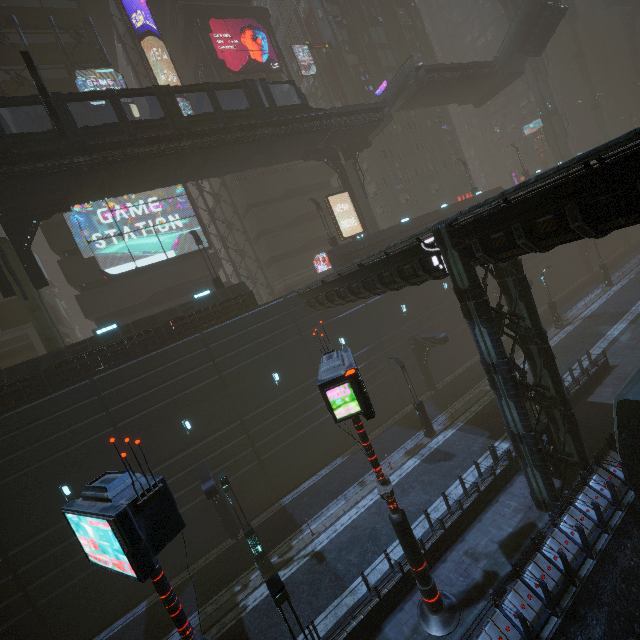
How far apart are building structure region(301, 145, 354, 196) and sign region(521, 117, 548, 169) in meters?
50.1 m

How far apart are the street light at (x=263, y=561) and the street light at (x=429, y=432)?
11.3 meters

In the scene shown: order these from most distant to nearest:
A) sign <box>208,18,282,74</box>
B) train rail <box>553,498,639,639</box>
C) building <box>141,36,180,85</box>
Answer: sign <box>208,18,282,74</box>
building <box>141,36,180,85</box>
train rail <box>553,498,639,639</box>

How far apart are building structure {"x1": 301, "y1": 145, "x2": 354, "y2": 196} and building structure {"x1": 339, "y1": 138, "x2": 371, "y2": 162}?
0.7 meters

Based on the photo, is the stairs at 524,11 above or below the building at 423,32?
below

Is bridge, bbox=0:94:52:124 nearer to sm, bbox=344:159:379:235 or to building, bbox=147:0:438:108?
sm, bbox=344:159:379:235

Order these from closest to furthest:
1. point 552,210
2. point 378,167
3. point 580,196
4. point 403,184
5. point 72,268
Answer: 1. point 580,196
2. point 552,210
3. point 72,268
4. point 378,167
5. point 403,184

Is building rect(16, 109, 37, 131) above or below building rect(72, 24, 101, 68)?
below
